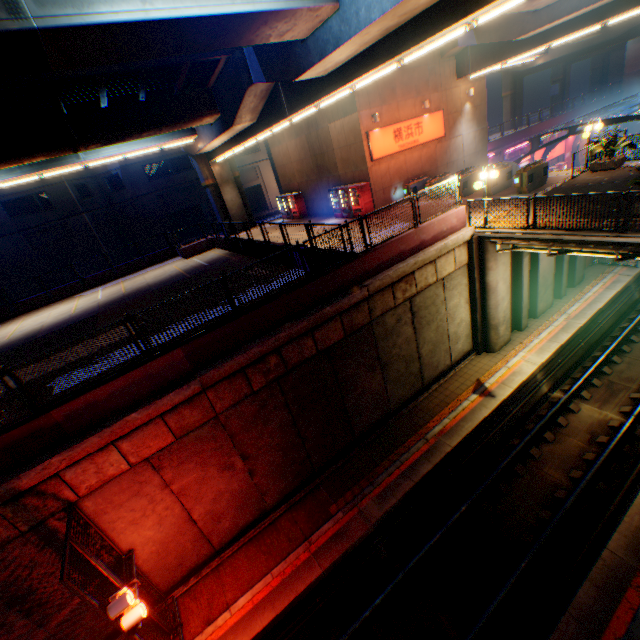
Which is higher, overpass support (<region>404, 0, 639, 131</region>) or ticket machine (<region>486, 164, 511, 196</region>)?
overpass support (<region>404, 0, 639, 131</region>)

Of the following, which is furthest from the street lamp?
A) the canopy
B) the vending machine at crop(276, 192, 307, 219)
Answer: the canopy

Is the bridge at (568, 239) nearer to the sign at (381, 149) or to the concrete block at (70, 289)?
the concrete block at (70, 289)

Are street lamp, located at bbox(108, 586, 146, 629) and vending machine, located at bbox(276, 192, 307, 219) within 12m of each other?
no

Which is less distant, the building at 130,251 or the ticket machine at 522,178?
the ticket machine at 522,178

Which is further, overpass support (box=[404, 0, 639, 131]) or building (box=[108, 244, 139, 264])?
building (box=[108, 244, 139, 264])

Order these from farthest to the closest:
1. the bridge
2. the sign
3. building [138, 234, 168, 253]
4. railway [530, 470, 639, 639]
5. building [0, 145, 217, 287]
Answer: building [138, 234, 168, 253]
building [0, 145, 217, 287]
the sign
the bridge
railway [530, 470, 639, 639]

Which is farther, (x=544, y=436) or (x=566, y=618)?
(x=544, y=436)
